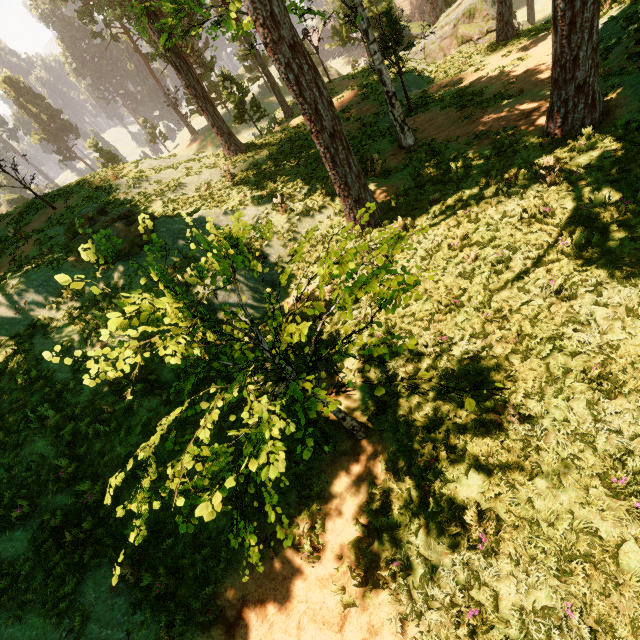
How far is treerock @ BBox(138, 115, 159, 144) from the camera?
52.9m

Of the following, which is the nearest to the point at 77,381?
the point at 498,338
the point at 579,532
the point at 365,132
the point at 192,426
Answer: the point at 192,426

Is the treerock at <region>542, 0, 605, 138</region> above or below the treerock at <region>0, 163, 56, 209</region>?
below

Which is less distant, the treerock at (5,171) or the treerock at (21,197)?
the treerock at (5,171)

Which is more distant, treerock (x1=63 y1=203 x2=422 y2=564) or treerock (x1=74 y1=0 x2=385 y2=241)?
treerock (x1=74 y1=0 x2=385 y2=241)

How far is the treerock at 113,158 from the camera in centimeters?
4360cm
